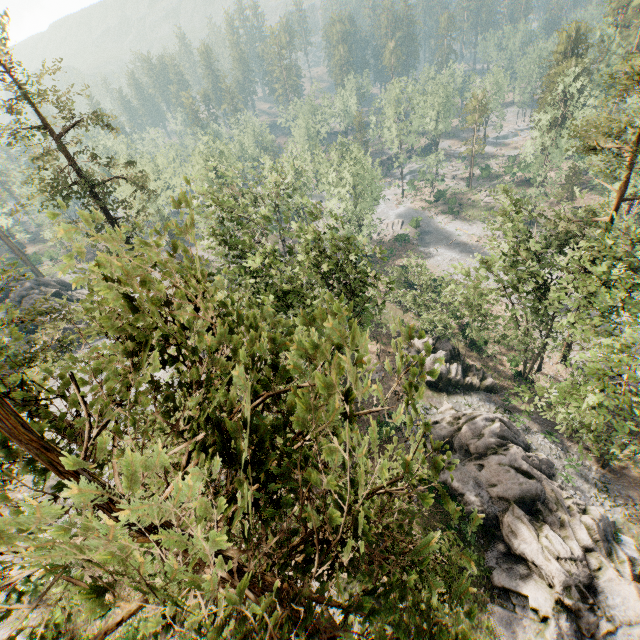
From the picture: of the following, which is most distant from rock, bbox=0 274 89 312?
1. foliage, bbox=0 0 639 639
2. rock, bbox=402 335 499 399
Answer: rock, bbox=402 335 499 399

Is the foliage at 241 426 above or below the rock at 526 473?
above

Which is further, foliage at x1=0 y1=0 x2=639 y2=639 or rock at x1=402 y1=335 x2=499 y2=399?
rock at x1=402 y1=335 x2=499 y2=399

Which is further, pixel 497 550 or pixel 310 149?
pixel 310 149

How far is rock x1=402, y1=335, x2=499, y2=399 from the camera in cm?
3234

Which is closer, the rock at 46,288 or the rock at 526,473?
the rock at 526,473
